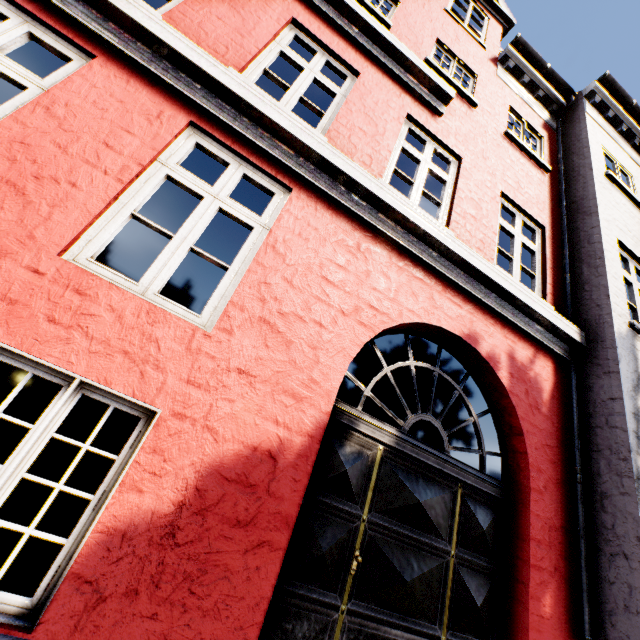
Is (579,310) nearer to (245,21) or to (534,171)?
(534,171)
